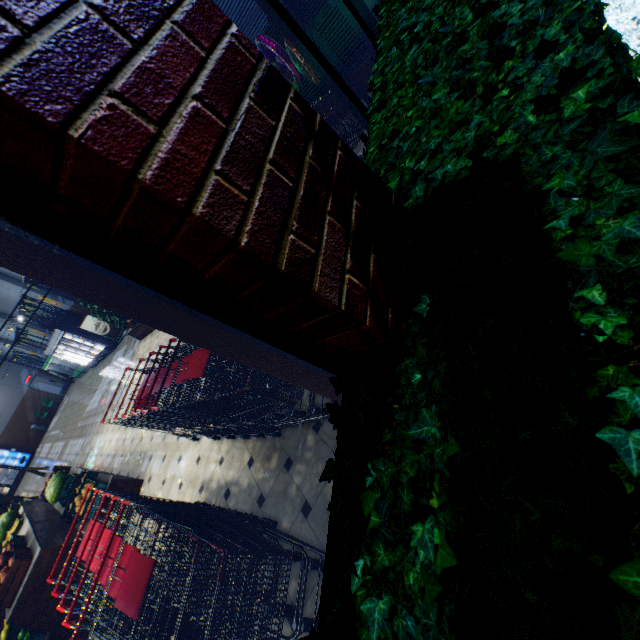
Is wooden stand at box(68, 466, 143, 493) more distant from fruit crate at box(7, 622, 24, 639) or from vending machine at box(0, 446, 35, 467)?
vending machine at box(0, 446, 35, 467)

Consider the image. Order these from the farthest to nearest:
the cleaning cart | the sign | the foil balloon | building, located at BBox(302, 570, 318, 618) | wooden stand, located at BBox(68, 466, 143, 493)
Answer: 1. the sign
2. the cleaning cart
3. wooden stand, located at BBox(68, 466, 143, 493)
4. the foil balloon
5. building, located at BBox(302, 570, 318, 618)

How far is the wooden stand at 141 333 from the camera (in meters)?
9.71

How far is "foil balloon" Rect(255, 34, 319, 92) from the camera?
3.8 meters

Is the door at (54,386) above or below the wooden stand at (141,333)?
above

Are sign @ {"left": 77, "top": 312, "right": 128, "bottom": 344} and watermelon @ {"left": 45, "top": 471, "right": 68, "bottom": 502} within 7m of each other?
no

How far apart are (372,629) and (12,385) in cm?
3097

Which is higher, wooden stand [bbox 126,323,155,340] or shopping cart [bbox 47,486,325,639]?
shopping cart [bbox 47,486,325,639]
